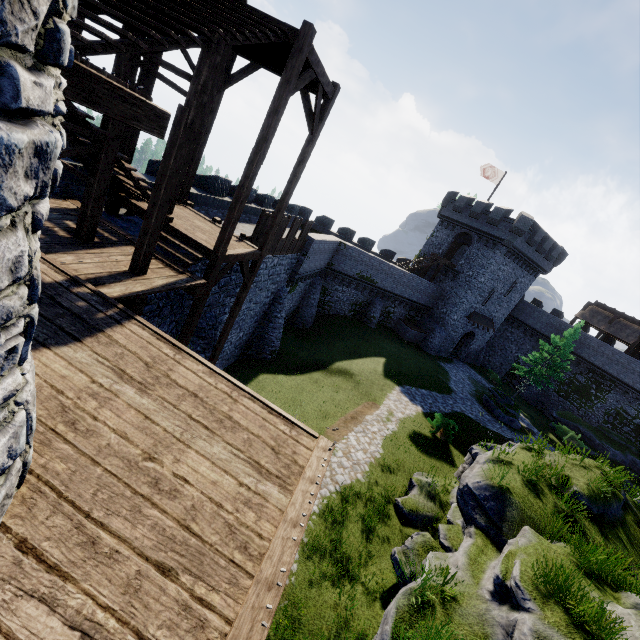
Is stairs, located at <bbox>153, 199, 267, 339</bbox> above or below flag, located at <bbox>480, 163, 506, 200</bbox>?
below

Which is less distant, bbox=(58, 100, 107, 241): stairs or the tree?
bbox=(58, 100, 107, 241): stairs

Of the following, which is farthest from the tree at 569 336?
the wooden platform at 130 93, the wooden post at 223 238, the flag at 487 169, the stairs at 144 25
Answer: the wooden platform at 130 93

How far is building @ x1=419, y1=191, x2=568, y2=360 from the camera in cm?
3359

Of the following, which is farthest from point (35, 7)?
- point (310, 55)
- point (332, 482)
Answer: point (332, 482)

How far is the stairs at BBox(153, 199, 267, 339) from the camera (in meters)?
9.18

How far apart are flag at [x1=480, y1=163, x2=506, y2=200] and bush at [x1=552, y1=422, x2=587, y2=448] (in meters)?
24.81

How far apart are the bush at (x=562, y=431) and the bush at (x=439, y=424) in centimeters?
1806cm
